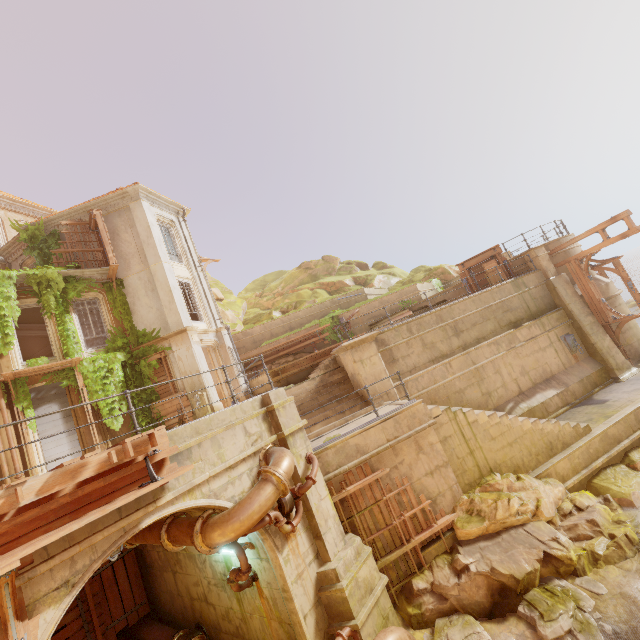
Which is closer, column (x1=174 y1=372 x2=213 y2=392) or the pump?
the pump

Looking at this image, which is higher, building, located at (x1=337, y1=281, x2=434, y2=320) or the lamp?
building, located at (x1=337, y1=281, x2=434, y2=320)

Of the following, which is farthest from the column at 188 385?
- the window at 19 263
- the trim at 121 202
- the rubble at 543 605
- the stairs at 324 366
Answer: the rubble at 543 605

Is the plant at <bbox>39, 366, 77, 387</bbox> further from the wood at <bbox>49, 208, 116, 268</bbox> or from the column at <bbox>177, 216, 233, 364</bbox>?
the column at <bbox>177, 216, 233, 364</bbox>

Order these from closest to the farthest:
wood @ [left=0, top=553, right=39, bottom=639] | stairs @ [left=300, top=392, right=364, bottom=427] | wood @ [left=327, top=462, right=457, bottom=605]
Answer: wood @ [left=0, top=553, right=39, bottom=639] < wood @ [left=327, top=462, right=457, bottom=605] < stairs @ [left=300, top=392, right=364, bottom=427]

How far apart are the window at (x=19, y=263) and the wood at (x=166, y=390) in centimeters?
668cm

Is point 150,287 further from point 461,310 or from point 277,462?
point 461,310

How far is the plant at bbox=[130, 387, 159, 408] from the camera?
15.2m
